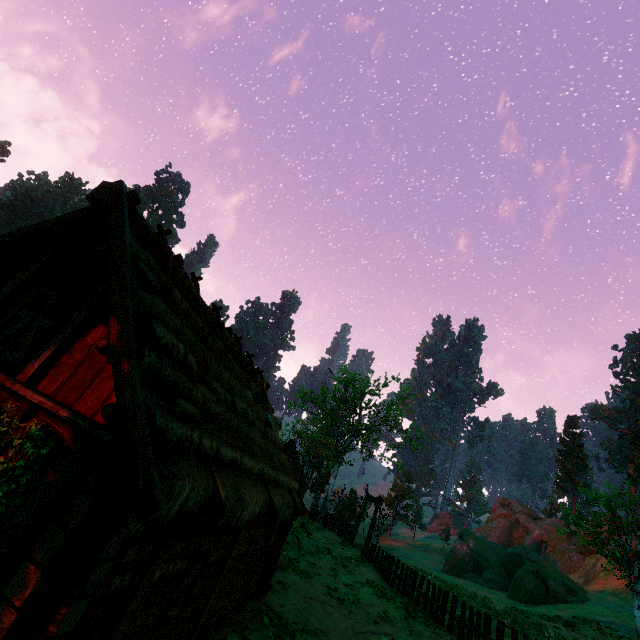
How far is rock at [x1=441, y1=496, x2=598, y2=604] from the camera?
30.6m

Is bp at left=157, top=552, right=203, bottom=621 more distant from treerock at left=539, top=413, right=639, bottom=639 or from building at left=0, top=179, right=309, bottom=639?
treerock at left=539, top=413, right=639, bottom=639

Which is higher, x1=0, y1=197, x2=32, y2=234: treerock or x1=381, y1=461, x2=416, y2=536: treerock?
x1=0, y1=197, x2=32, y2=234: treerock

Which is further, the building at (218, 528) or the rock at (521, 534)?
the rock at (521, 534)

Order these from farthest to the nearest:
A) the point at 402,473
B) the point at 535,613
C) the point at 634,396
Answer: the point at 634,396 → the point at 402,473 → the point at 535,613

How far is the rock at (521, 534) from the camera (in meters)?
30.56

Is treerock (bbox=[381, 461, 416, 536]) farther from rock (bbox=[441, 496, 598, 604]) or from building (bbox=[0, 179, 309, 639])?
rock (bbox=[441, 496, 598, 604])

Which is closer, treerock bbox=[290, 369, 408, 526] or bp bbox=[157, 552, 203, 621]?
bp bbox=[157, 552, 203, 621]
